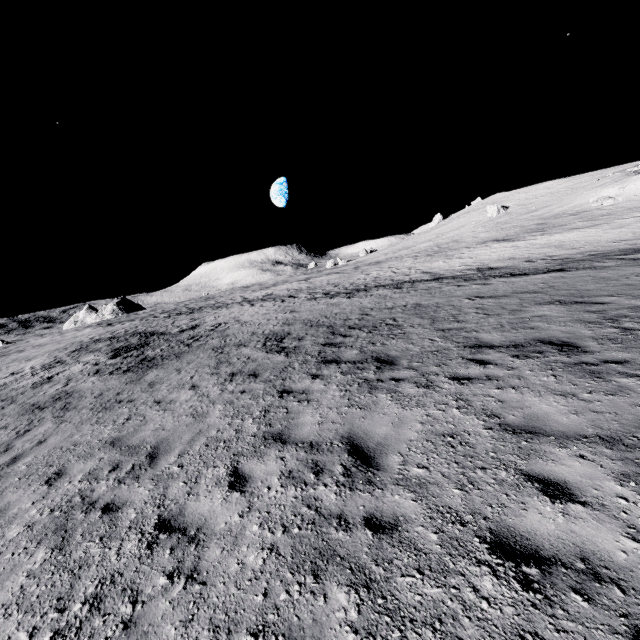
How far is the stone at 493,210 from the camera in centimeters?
5734cm

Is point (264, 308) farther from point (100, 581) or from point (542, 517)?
point (542, 517)

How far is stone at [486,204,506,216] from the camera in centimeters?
5734cm
